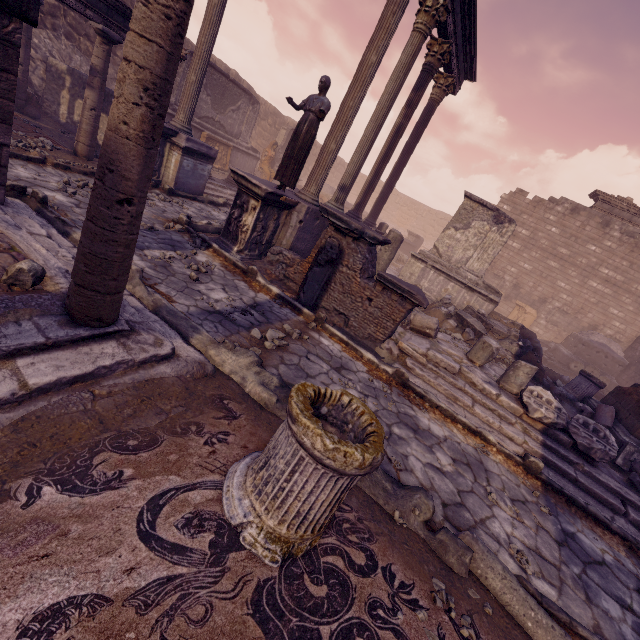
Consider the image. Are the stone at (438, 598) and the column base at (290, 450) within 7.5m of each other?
yes

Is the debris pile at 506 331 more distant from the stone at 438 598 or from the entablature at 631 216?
the entablature at 631 216

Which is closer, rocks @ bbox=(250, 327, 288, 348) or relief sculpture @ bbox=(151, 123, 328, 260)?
rocks @ bbox=(250, 327, 288, 348)

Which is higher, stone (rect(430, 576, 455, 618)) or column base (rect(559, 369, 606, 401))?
column base (rect(559, 369, 606, 401))

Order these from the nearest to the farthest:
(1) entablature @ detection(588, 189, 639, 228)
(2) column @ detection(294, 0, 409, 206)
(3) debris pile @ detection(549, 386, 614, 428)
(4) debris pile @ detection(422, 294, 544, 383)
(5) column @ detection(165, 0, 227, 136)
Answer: (2) column @ detection(294, 0, 409, 206), (3) debris pile @ detection(549, 386, 614, 428), (5) column @ detection(165, 0, 227, 136), (4) debris pile @ detection(422, 294, 544, 383), (1) entablature @ detection(588, 189, 639, 228)

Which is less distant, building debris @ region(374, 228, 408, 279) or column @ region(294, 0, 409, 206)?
column @ region(294, 0, 409, 206)

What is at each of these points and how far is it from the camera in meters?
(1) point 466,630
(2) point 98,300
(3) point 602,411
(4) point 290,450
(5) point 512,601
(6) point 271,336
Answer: Answer:
(1) stone, 2.1 m
(2) column, 2.5 m
(3) debris pile, 7.5 m
(4) column base, 1.9 m
(5) column piece, 2.6 m
(6) rocks, 4.7 m

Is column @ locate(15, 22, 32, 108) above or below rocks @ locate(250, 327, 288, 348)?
above
